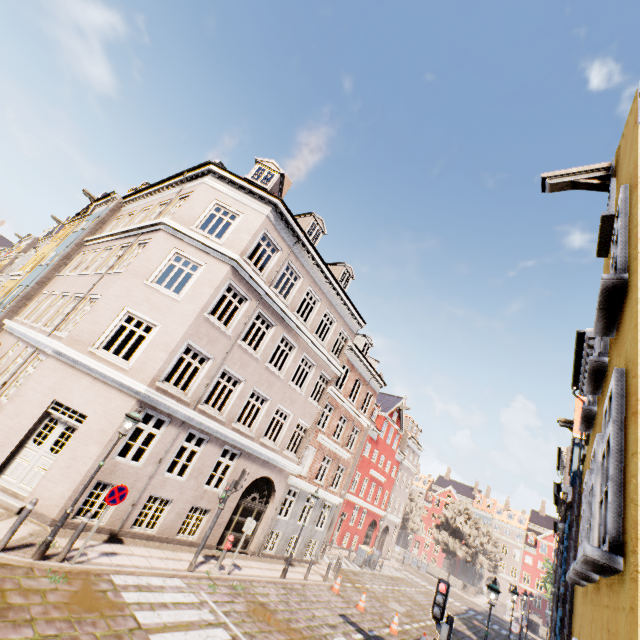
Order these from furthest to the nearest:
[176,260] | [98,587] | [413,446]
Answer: [413,446] < [176,260] < [98,587]

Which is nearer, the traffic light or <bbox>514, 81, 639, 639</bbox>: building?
<bbox>514, 81, 639, 639</bbox>: building

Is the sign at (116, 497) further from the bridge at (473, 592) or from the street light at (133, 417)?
the bridge at (473, 592)

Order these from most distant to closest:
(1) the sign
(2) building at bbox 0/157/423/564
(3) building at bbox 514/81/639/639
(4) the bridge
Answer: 1. (4) the bridge
2. (2) building at bbox 0/157/423/564
3. (1) the sign
4. (3) building at bbox 514/81/639/639

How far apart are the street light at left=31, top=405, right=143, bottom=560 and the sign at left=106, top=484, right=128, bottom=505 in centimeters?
52cm

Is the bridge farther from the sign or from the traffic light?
the sign

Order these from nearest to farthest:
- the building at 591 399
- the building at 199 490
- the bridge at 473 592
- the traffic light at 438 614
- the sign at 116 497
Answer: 1. the building at 591 399
2. the traffic light at 438 614
3. the sign at 116 497
4. the building at 199 490
5. the bridge at 473 592

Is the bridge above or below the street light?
below
